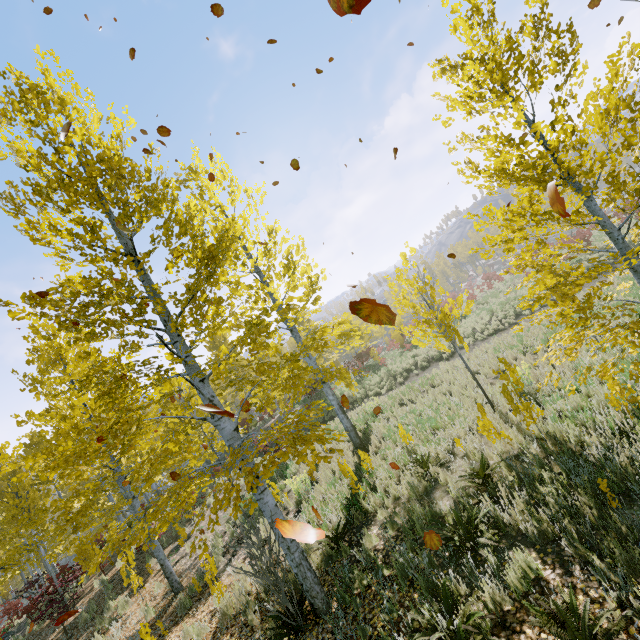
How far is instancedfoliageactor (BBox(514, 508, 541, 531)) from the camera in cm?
419

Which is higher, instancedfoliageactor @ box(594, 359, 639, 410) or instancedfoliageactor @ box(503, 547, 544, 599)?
instancedfoliageactor @ box(594, 359, 639, 410)

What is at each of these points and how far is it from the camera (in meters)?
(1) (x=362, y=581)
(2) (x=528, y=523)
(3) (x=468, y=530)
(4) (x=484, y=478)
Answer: (1) instancedfoliageactor, 5.14
(2) instancedfoliageactor, 4.48
(3) instancedfoliageactor, 4.68
(4) instancedfoliageactor, 5.81

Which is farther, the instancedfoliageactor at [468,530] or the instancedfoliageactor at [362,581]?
the instancedfoliageactor at [362,581]

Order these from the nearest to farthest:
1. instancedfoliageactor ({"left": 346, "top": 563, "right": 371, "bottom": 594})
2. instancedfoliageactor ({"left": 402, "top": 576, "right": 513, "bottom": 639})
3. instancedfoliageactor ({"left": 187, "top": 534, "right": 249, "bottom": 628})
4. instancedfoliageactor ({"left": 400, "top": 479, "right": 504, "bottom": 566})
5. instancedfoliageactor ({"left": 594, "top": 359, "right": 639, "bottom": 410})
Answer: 1. instancedfoliageactor ({"left": 402, "top": 576, "right": 513, "bottom": 639})
2. instancedfoliageactor ({"left": 594, "top": 359, "right": 639, "bottom": 410})
3. instancedfoliageactor ({"left": 400, "top": 479, "right": 504, "bottom": 566})
4. instancedfoliageactor ({"left": 346, "top": 563, "right": 371, "bottom": 594})
5. instancedfoliageactor ({"left": 187, "top": 534, "right": 249, "bottom": 628})
